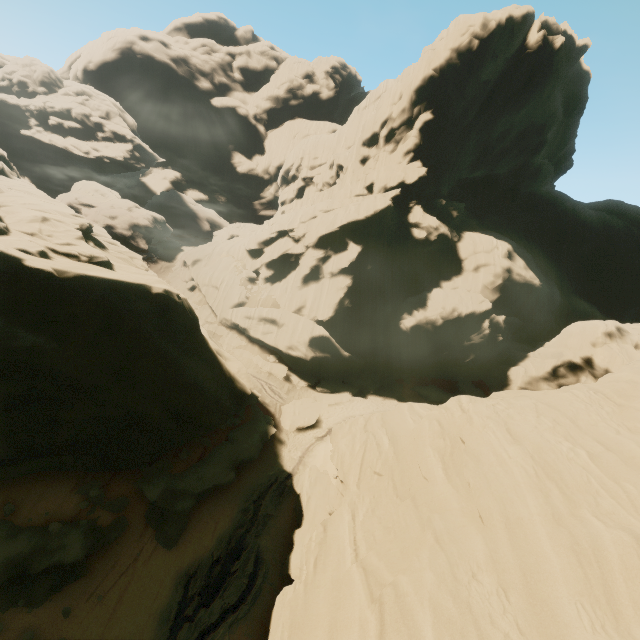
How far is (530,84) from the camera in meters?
34.8

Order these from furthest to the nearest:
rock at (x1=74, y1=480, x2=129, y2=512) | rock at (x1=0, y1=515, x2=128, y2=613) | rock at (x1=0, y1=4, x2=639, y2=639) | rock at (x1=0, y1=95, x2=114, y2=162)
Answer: rock at (x1=0, y1=95, x2=114, y2=162)
rock at (x1=74, y1=480, x2=129, y2=512)
rock at (x1=0, y1=515, x2=128, y2=613)
rock at (x1=0, y1=4, x2=639, y2=639)

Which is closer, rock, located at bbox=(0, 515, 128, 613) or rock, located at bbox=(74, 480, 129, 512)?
rock, located at bbox=(0, 515, 128, 613)

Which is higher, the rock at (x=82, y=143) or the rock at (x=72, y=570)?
the rock at (x=82, y=143)

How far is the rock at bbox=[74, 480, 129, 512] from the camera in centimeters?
1474cm

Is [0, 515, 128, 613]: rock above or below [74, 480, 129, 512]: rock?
below
